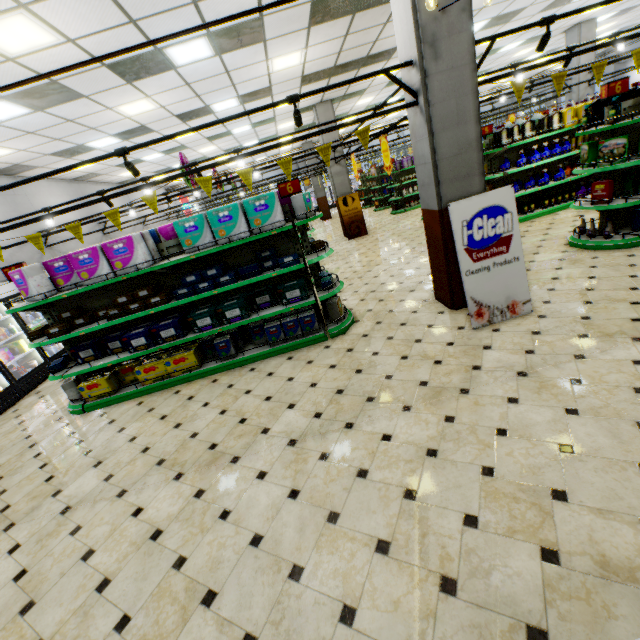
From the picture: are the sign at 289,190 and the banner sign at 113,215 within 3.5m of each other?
yes

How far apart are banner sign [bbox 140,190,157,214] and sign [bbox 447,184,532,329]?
3.8 meters

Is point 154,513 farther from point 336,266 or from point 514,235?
point 336,266

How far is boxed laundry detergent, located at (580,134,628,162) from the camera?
4.9m

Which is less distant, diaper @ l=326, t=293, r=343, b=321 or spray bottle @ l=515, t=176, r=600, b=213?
diaper @ l=326, t=293, r=343, b=321

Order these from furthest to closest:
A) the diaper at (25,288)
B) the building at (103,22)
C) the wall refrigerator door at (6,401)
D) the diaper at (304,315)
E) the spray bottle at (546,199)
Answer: the spray bottle at (546,199)
the wall refrigerator door at (6,401)
the diaper at (304,315)
the diaper at (25,288)
the building at (103,22)

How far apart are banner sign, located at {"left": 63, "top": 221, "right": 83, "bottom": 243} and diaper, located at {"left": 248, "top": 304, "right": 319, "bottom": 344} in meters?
2.6

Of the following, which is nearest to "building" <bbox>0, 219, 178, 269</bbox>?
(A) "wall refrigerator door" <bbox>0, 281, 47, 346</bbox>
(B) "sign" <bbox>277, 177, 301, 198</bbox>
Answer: (A) "wall refrigerator door" <bbox>0, 281, 47, 346</bbox>
